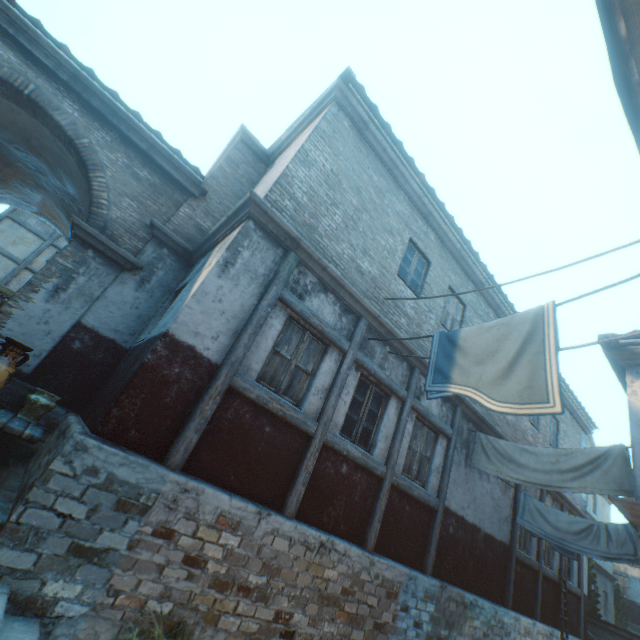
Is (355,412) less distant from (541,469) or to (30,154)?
(541,469)

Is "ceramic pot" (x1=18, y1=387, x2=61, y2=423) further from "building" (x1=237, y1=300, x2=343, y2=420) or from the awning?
the awning

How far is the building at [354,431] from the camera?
6.06m

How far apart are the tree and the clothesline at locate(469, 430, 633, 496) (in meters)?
26.62

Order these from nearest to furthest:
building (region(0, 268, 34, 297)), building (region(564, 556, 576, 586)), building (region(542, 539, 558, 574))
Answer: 1. building (region(542, 539, 558, 574))
2. building (region(564, 556, 576, 586))
3. building (region(0, 268, 34, 297))

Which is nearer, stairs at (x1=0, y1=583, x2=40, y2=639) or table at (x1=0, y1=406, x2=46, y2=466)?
stairs at (x1=0, y1=583, x2=40, y2=639)

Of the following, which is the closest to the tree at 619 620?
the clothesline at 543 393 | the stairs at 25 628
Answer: the clothesline at 543 393

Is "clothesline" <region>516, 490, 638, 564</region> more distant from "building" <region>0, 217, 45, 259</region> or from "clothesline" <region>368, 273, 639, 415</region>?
"clothesline" <region>368, 273, 639, 415</region>
